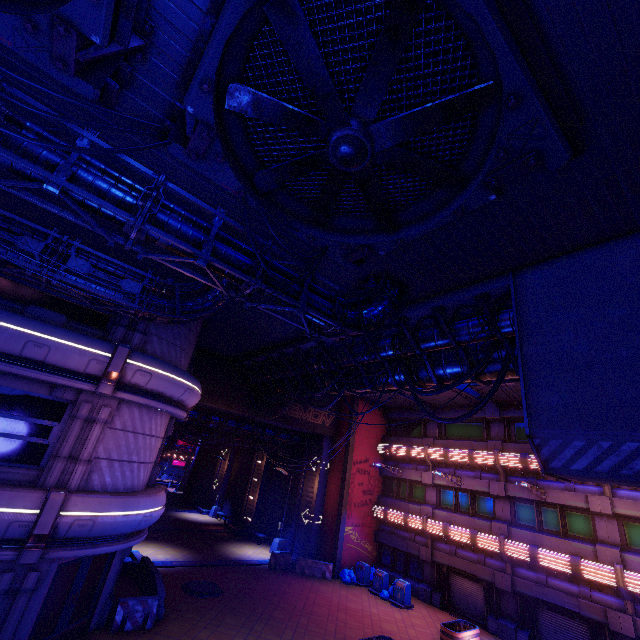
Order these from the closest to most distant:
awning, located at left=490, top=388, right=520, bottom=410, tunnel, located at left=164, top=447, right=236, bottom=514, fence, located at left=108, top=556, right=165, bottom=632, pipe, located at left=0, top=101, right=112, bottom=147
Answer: pipe, located at left=0, top=101, right=112, bottom=147 → fence, located at left=108, top=556, right=165, bottom=632 → awning, located at left=490, top=388, right=520, bottom=410 → tunnel, located at left=164, top=447, right=236, bottom=514

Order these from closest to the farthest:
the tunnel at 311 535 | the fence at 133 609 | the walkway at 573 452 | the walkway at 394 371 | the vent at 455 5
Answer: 1. the vent at 455 5
2. the walkway at 573 452
3. the fence at 133 609
4. the walkway at 394 371
5. the tunnel at 311 535

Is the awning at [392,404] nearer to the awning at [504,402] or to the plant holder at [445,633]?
the awning at [504,402]

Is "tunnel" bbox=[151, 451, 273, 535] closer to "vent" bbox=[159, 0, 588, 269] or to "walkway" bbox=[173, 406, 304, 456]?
"walkway" bbox=[173, 406, 304, 456]

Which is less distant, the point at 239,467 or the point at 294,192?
the point at 294,192

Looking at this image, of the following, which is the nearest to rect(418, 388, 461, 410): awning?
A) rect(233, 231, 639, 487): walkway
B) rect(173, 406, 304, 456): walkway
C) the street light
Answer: rect(233, 231, 639, 487): walkway

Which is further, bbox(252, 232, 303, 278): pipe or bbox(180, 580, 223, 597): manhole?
bbox(180, 580, 223, 597): manhole

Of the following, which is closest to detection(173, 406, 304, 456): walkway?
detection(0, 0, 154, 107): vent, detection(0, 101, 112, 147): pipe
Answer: detection(0, 101, 112, 147): pipe
